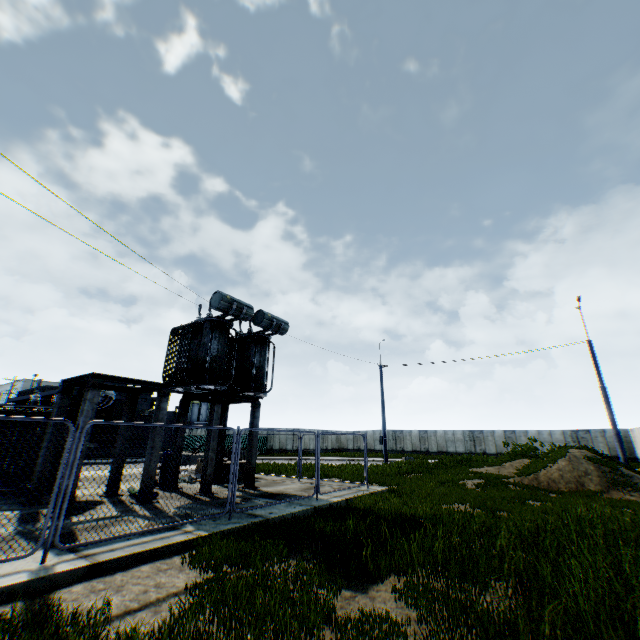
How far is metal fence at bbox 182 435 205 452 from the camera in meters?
7.7 m

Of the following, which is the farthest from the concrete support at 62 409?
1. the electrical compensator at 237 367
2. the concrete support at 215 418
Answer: the concrete support at 215 418

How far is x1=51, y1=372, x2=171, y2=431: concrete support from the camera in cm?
915

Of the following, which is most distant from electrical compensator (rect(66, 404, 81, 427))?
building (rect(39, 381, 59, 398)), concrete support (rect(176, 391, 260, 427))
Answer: building (rect(39, 381, 59, 398))

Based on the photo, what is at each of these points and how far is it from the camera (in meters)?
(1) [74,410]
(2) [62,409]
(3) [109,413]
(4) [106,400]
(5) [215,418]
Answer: (1) electrical compensator, 12.28
(2) concrete support, 10.28
(3) building, 33.44
(4) electrical compensator, 12.74
(5) concrete support, 12.39

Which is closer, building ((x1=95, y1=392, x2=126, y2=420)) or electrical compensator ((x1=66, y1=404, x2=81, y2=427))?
electrical compensator ((x1=66, y1=404, x2=81, y2=427))

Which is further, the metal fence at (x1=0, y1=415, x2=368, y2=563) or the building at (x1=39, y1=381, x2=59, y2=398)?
the building at (x1=39, y1=381, x2=59, y2=398)

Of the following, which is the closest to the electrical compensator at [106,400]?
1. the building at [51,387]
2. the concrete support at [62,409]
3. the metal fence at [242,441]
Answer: the concrete support at [62,409]
